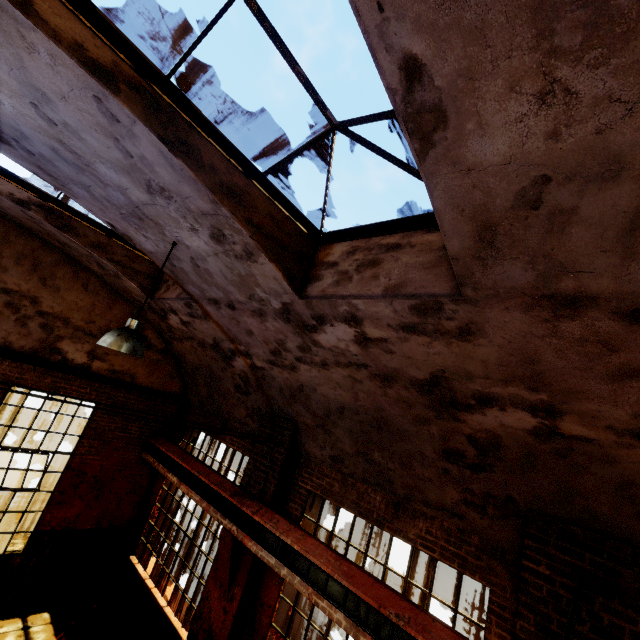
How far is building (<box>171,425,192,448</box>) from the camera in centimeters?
938cm

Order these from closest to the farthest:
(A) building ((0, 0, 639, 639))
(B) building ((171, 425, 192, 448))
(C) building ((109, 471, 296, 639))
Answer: (A) building ((0, 0, 639, 639)) < (C) building ((109, 471, 296, 639)) < (B) building ((171, 425, 192, 448))

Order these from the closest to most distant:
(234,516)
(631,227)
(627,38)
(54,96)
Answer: (627,38) < (631,227) < (54,96) < (234,516)

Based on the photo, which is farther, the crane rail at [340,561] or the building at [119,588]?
the building at [119,588]

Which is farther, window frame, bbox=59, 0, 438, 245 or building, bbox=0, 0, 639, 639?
window frame, bbox=59, 0, 438, 245

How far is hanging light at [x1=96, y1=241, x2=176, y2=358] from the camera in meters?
3.9

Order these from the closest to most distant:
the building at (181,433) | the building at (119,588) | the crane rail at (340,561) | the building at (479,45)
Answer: the building at (479,45) → the crane rail at (340,561) → the building at (119,588) → the building at (181,433)

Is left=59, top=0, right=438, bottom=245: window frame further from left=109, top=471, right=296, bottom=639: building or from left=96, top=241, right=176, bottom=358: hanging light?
left=109, top=471, right=296, bottom=639: building
